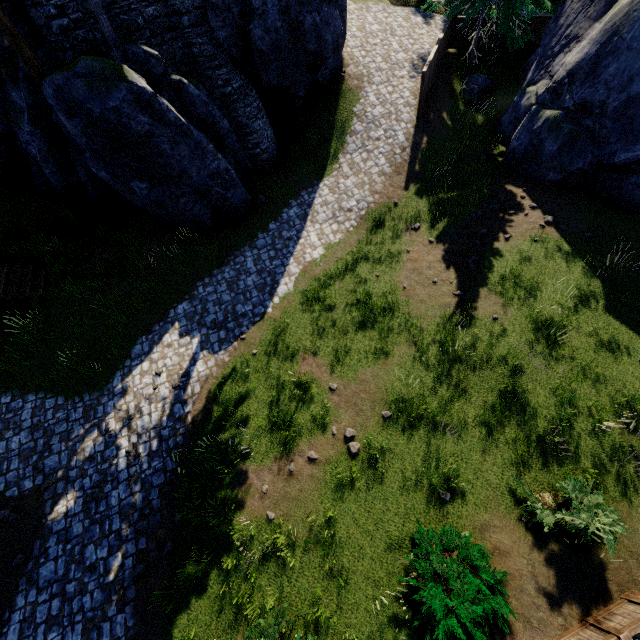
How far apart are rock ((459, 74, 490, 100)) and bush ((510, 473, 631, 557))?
16.8 meters

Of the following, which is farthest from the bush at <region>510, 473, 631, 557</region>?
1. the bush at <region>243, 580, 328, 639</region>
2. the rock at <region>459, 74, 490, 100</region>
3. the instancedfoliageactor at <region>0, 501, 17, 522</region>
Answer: the rock at <region>459, 74, 490, 100</region>

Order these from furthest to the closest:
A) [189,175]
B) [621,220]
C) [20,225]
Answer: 1. [20,225]
2. [189,175]
3. [621,220]

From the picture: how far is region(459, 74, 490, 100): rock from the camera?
15.7 meters

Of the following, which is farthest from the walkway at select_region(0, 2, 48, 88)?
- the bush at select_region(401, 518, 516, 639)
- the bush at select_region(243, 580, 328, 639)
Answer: the bush at select_region(401, 518, 516, 639)

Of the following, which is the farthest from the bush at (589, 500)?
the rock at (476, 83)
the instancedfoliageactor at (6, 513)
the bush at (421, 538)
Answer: the rock at (476, 83)

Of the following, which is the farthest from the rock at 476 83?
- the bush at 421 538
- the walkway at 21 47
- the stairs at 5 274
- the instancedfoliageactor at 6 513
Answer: the instancedfoliageactor at 6 513

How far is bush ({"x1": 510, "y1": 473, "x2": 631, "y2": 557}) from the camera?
6.38m
